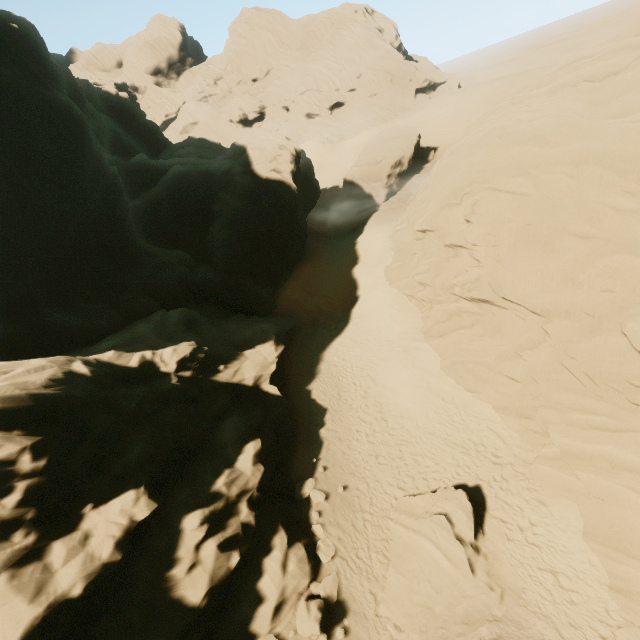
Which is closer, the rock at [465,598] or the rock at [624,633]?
the rock at [624,633]

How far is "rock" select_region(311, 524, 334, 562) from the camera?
12.55m

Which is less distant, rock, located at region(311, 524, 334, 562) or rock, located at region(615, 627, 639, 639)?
rock, located at region(615, 627, 639, 639)

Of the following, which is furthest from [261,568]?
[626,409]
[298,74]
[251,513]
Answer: [298,74]

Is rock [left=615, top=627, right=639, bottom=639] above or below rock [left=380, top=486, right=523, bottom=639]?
below

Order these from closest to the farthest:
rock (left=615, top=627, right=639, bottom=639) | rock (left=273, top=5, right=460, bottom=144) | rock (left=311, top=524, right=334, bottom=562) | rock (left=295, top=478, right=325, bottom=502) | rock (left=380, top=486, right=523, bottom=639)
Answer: rock (left=615, top=627, right=639, bottom=639) < rock (left=380, top=486, right=523, bottom=639) < rock (left=311, top=524, right=334, bottom=562) < rock (left=295, top=478, right=325, bottom=502) < rock (left=273, top=5, right=460, bottom=144)
